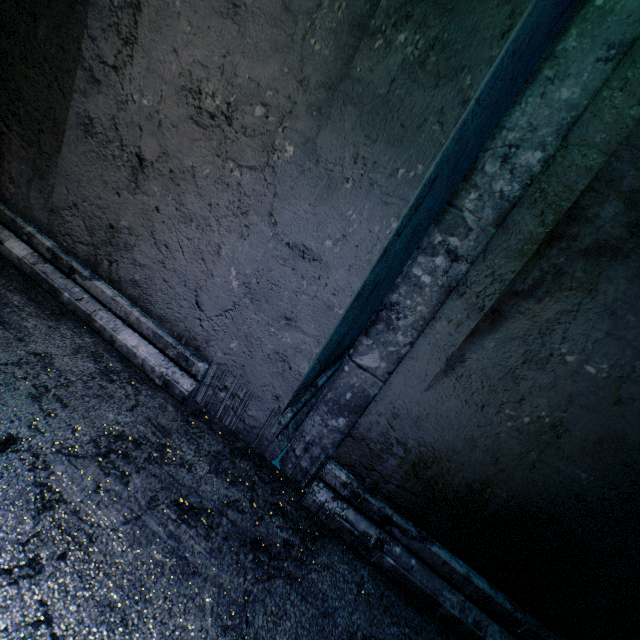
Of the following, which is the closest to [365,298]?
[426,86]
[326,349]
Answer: [326,349]
